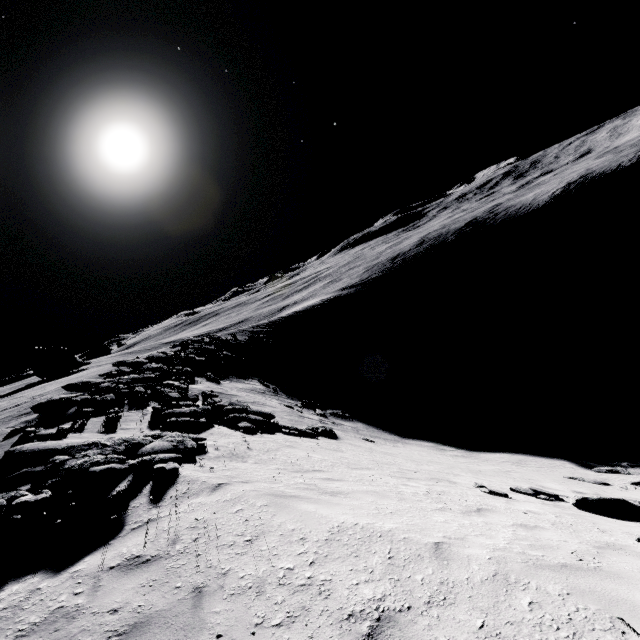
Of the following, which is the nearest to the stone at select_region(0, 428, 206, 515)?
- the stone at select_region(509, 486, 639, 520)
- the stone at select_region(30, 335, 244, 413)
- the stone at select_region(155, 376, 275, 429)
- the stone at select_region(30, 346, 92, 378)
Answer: the stone at select_region(155, 376, 275, 429)

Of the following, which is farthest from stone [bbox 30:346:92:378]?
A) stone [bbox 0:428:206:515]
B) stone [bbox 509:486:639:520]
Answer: stone [bbox 509:486:639:520]

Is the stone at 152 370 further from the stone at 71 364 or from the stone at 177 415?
the stone at 71 364

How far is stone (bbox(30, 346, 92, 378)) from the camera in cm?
5262

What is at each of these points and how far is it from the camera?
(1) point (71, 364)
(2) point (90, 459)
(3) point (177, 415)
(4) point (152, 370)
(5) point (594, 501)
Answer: (1) stone, 55.00m
(2) stone, 6.86m
(3) stone, 12.97m
(4) stone, 22.22m
(5) stone, 8.61m

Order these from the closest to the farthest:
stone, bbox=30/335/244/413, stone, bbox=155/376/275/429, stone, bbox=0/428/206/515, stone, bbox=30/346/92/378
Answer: stone, bbox=0/428/206/515
stone, bbox=155/376/275/429
stone, bbox=30/335/244/413
stone, bbox=30/346/92/378

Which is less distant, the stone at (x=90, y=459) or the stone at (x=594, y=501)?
the stone at (x=90, y=459)

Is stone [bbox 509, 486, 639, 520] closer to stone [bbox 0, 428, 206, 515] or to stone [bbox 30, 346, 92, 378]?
stone [bbox 0, 428, 206, 515]
